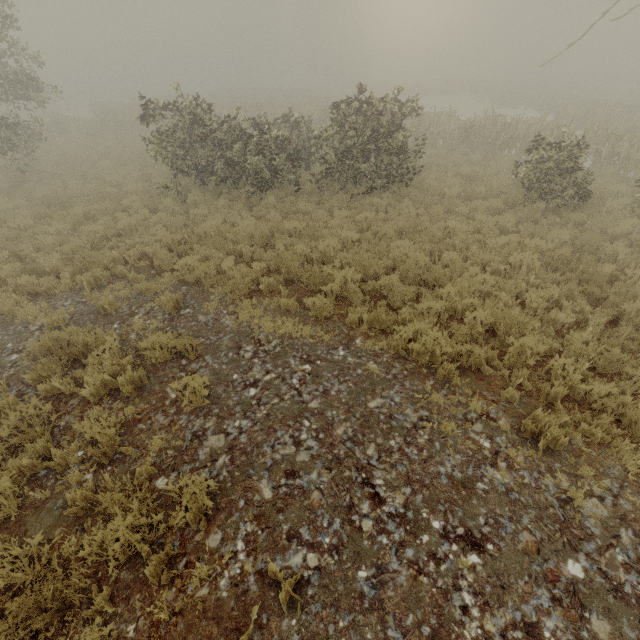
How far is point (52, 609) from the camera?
3.2 meters
